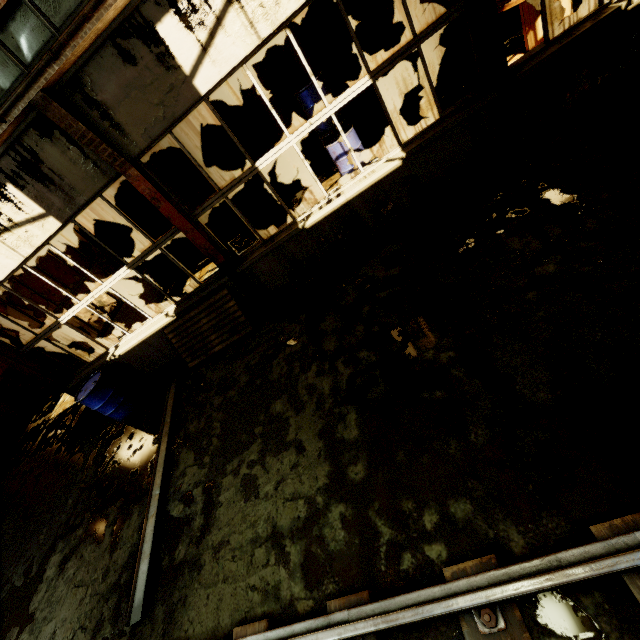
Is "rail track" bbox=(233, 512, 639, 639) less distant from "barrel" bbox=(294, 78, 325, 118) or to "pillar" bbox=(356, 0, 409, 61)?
"barrel" bbox=(294, 78, 325, 118)

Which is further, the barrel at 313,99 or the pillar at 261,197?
the pillar at 261,197

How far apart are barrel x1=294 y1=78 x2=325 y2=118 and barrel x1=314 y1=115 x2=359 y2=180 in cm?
27

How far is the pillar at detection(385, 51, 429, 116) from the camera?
8.09m

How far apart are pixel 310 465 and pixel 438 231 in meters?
3.8 m

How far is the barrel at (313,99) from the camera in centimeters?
732cm

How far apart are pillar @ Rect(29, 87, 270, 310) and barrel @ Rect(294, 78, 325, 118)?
4.2m

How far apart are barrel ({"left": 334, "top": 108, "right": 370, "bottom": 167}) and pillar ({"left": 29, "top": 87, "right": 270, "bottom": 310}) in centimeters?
343cm
